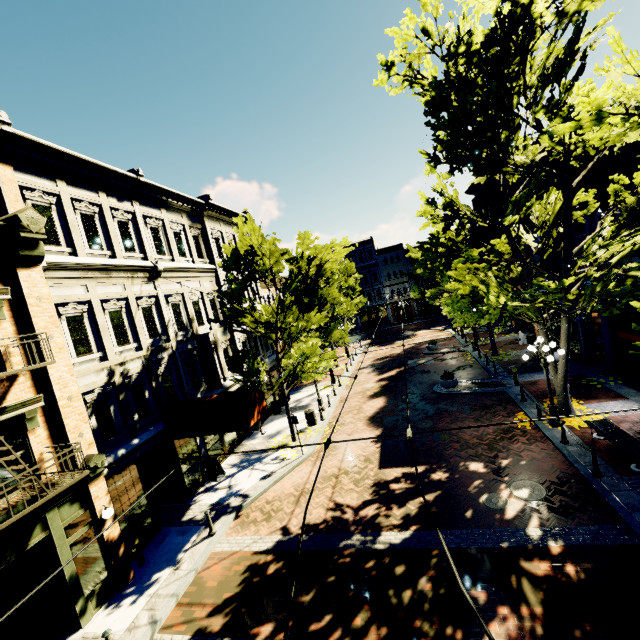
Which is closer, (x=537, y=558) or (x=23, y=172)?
(x=537, y=558)

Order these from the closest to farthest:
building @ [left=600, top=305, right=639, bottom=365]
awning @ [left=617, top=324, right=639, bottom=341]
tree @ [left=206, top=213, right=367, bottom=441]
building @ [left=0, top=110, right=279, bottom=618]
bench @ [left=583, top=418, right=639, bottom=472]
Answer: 1. building @ [left=0, top=110, right=279, bottom=618]
2. bench @ [left=583, top=418, right=639, bottom=472]
3. awning @ [left=617, top=324, right=639, bottom=341]
4. tree @ [left=206, top=213, right=367, bottom=441]
5. building @ [left=600, top=305, right=639, bottom=365]

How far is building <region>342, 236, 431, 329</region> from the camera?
51.0 meters

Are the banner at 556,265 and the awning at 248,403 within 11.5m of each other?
no

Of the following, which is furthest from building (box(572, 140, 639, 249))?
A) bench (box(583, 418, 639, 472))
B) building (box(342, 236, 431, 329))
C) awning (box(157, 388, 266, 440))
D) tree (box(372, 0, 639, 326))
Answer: bench (box(583, 418, 639, 472))

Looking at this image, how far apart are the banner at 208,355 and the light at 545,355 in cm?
1339

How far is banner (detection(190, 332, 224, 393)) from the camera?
15.9 meters

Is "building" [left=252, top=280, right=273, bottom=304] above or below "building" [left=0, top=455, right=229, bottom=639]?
above
